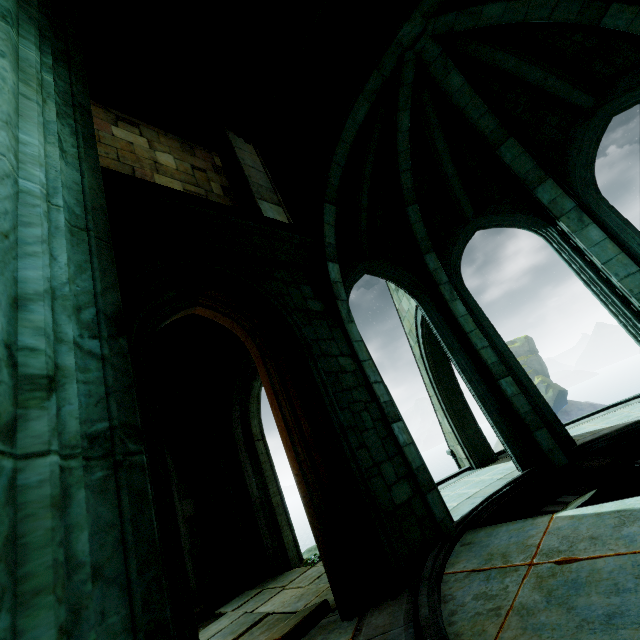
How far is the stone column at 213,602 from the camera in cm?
678

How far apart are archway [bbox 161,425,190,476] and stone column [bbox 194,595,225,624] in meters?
2.8 m

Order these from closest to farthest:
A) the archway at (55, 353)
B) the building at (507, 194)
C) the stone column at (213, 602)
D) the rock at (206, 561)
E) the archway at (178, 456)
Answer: the archway at (55, 353)
the building at (507, 194)
the stone column at (213, 602)
the rock at (206, 561)
the archway at (178, 456)

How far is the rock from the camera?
7.6 meters

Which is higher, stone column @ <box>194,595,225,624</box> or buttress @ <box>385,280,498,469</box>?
buttress @ <box>385,280,498,469</box>

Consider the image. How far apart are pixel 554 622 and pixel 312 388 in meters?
3.4

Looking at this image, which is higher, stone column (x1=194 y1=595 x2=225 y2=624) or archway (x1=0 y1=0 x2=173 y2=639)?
archway (x1=0 y1=0 x2=173 y2=639)

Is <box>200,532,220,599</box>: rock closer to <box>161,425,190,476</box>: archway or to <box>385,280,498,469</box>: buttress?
<box>385,280,498,469</box>: buttress
